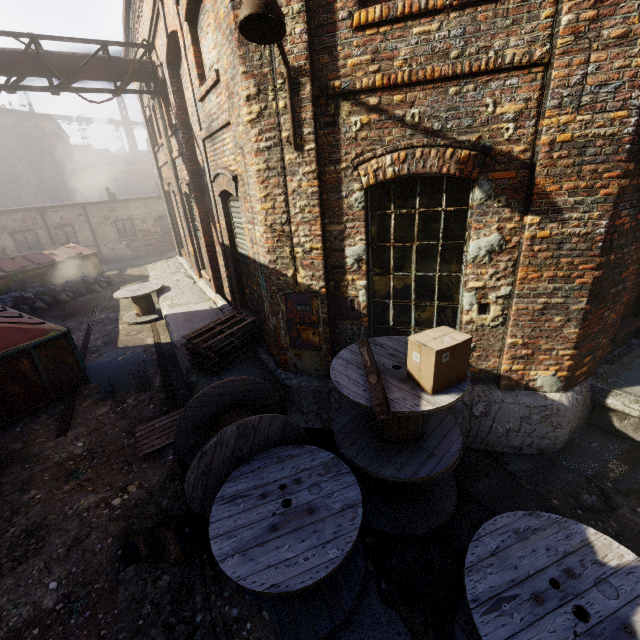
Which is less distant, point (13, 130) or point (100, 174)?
point (13, 130)

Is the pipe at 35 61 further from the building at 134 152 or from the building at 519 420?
the building at 134 152

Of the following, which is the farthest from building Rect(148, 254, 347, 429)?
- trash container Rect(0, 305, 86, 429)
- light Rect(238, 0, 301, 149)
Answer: light Rect(238, 0, 301, 149)

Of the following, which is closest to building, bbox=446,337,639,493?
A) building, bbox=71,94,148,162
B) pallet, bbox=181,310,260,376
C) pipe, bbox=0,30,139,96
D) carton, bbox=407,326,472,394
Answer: pallet, bbox=181,310,260,376

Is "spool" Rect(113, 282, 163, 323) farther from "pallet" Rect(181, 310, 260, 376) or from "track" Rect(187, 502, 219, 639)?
"track" Rect(187, 502, 219, 639)

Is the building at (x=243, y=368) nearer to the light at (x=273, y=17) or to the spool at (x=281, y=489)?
the spool at (x=281, y=489)

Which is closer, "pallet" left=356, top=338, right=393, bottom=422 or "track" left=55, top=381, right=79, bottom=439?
"pallet" left=356, top=338, right=393, bottom=422

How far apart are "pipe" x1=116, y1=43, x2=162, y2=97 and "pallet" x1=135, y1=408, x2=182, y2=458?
8.3m
